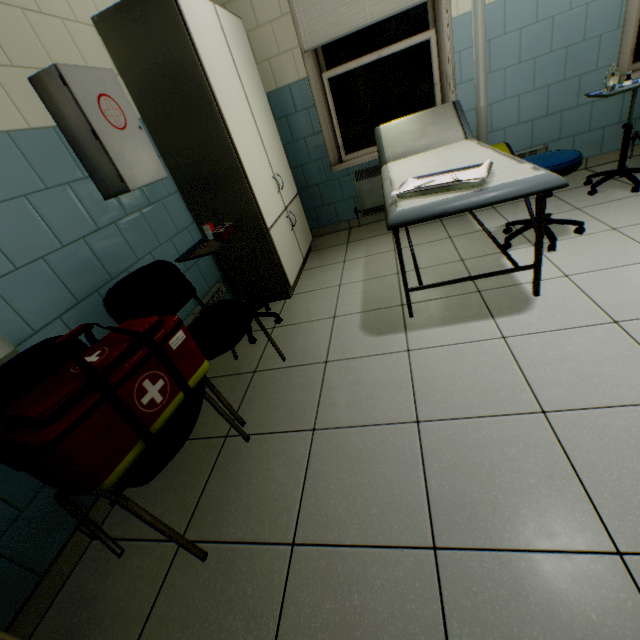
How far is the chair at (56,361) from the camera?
1.25m

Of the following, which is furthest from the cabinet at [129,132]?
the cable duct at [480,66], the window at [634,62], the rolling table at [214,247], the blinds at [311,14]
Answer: the window at [634,62]

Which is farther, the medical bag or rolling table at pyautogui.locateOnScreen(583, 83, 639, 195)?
rolling table at pyautogui.locateOnScreen(583, 83, 639, 195)

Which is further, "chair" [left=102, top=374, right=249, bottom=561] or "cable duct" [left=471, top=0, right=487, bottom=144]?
"cable duct" [left=471, top=0, right=487, bottom=144]

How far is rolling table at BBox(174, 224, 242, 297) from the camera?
2.1 meters

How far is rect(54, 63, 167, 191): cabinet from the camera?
1.6 meters

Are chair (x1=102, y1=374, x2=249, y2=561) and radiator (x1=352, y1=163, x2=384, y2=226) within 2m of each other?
no

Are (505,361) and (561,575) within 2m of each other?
yes
